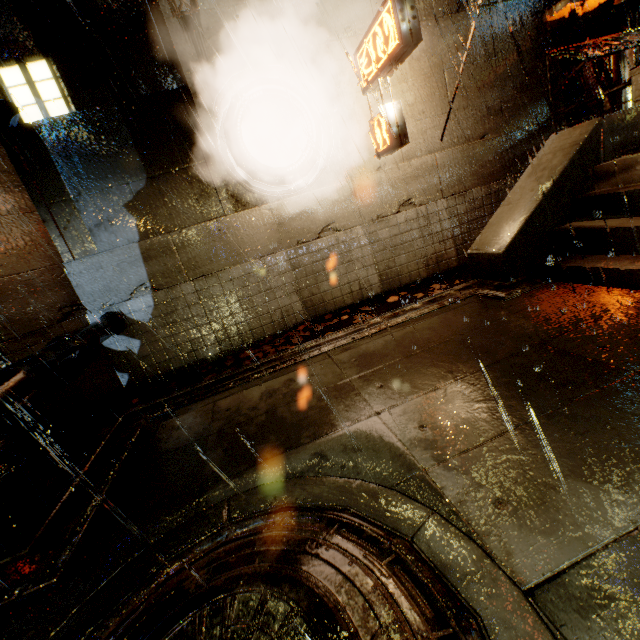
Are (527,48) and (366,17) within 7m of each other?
yes

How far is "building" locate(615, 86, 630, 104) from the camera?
9.02m

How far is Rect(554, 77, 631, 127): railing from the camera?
7.2m

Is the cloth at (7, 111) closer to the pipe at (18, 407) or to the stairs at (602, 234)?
the pipe at (18, 407)

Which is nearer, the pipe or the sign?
the pipe

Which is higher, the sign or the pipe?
the sign

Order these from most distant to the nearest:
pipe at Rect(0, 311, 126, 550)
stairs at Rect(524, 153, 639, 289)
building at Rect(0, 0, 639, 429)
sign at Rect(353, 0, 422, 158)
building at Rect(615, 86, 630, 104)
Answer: building at Rect(615, 86, 630, 104)
building at Rect(0, 0, 639, 429)
sign at Rect(353, 0, 422, 158)
stairs at Rect(524, 153, 639, 289)
pipe at Rect(0, 311, 126, 550)

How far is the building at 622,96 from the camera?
9.0m
